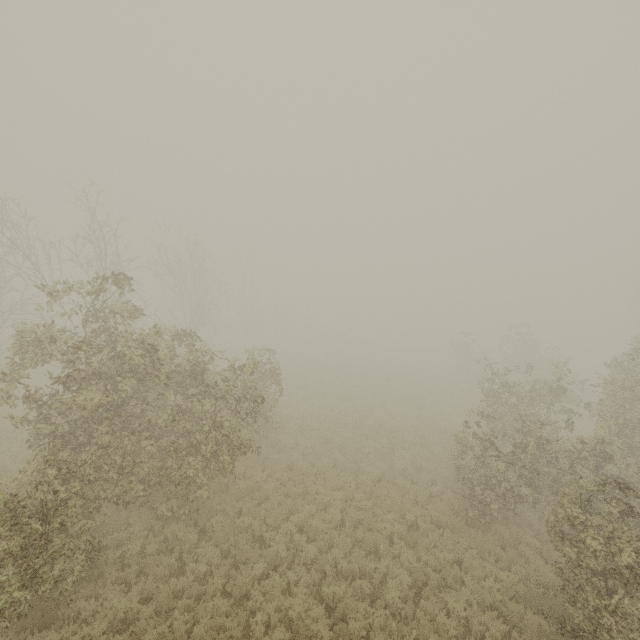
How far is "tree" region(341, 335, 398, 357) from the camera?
49.5m

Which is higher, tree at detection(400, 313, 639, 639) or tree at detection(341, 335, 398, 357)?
tree at detection(400, 313, 639, 639)

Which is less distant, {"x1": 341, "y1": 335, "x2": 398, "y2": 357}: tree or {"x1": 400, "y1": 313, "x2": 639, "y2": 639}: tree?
{"x1": 400, "y1": 313, "x2": 639, "y2": 639}: tree

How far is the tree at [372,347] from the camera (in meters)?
49.47

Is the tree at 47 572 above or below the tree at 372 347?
above

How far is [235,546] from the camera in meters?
10.3
